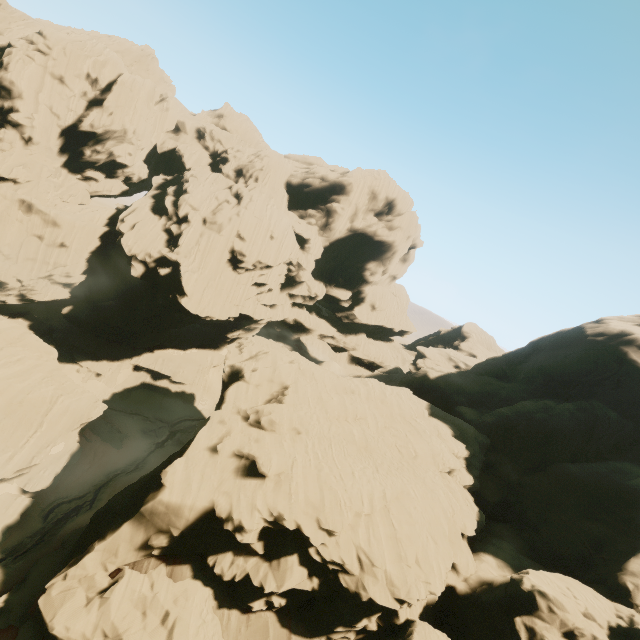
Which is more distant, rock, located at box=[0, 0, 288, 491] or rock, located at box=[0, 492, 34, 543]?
rock, located at box=[0, 0, 288, 491]

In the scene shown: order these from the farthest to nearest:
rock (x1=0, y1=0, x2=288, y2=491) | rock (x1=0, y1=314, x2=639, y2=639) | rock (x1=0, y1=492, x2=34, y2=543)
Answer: rock (x1=0, y1=0, x2=288, y2=491)
rock (x1=0, y1=492, x2=34, y2=543)
rock (x1=0, y1=314, x2=639, y2=639)

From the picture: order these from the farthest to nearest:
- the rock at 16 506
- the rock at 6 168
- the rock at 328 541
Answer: the rock at 6 168
the rock at 16 506
the rock at 328 541

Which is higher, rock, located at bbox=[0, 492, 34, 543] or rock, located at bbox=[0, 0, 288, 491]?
rock, located at bbox=[0, 0, 288, 491]

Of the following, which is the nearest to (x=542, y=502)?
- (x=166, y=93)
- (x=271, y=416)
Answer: (x=271, y=416)

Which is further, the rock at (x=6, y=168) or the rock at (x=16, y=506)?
the rock at (x=6, y=168)
